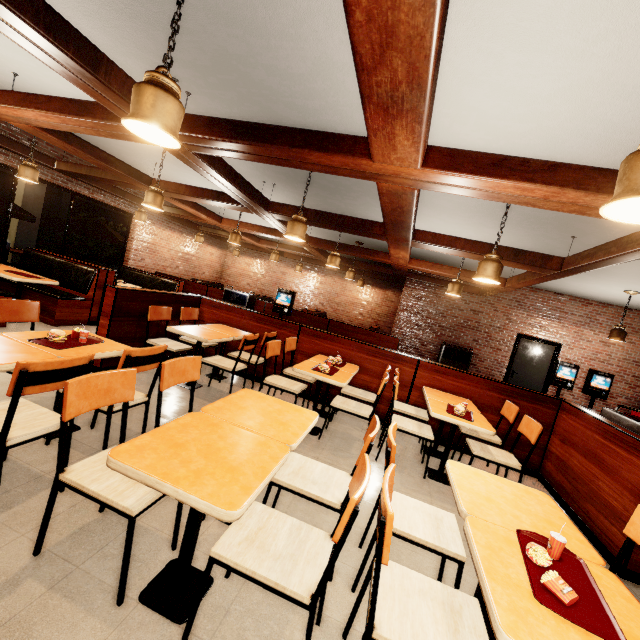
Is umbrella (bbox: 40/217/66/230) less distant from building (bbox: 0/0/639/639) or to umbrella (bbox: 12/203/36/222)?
building (bbox: 0/0/639/639)

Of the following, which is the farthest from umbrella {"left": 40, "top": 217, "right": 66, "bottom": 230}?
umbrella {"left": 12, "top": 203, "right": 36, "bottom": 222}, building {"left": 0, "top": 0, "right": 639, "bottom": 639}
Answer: umbrella {"left": 12, "top": 203, "right": 36, "bottom": 222}

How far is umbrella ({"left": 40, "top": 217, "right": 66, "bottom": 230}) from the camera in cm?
857

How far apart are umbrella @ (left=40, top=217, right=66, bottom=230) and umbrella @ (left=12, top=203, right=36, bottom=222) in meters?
1.1

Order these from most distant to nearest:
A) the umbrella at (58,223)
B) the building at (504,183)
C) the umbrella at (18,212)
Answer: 1. the umbrella at (58,223)
2. the umbrella at (18,212)
3. the building at (504,183)

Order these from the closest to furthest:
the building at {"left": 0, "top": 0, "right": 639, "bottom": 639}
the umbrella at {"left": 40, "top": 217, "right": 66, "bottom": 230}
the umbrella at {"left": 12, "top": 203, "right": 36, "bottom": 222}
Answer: the building at {"left": 0, "top": 0, "right": 639, "bottom": 639} < the umbrella at {"left": 12, "top": 203, "right": 36, "bottom": 222} < the umbrella at {"left": 40, "top": 217, "right": 66, "bottom": 230}

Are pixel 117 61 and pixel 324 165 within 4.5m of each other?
yes

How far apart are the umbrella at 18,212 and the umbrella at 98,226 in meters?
1.1
